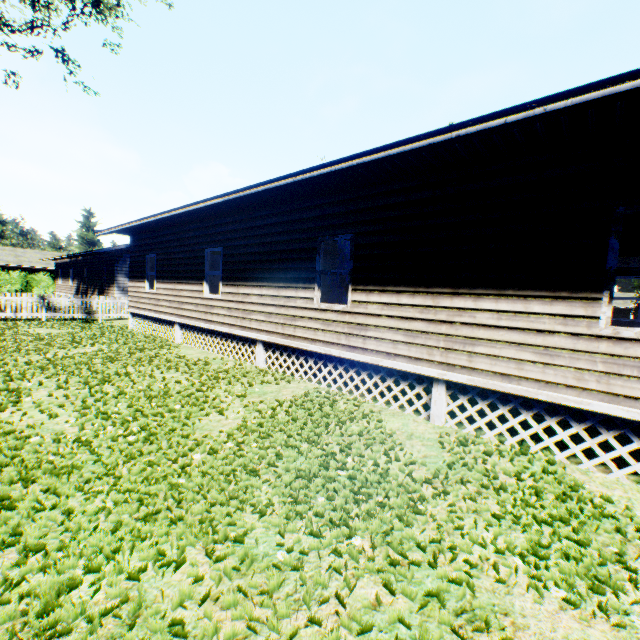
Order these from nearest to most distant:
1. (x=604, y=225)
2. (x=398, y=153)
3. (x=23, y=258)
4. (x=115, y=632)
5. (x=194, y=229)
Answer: (x=115, y=632) → (x=604, y=225) → (x=398, y=153) → (x=194, y=229) → (x=23, y=258)

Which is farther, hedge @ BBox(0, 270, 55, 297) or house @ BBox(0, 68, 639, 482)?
hedge @ BBox(0, 270, 55, 297)

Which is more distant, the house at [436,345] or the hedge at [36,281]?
the hedge at [36,281]
